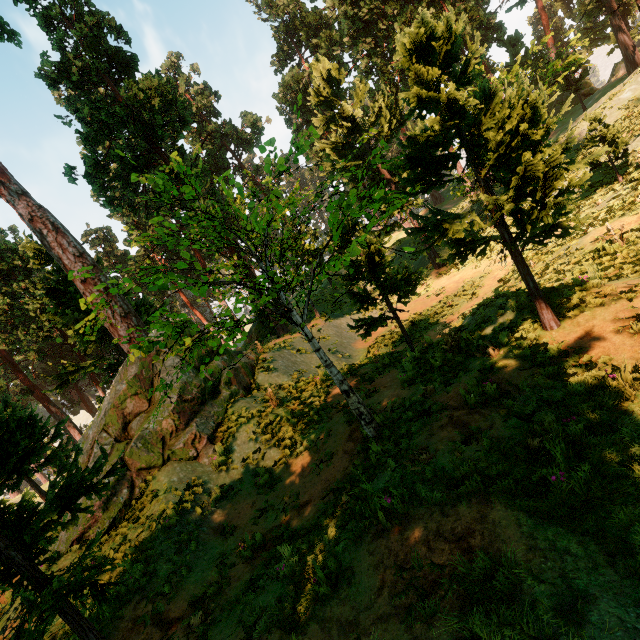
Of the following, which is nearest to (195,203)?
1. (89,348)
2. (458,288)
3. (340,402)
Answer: (458,288)
